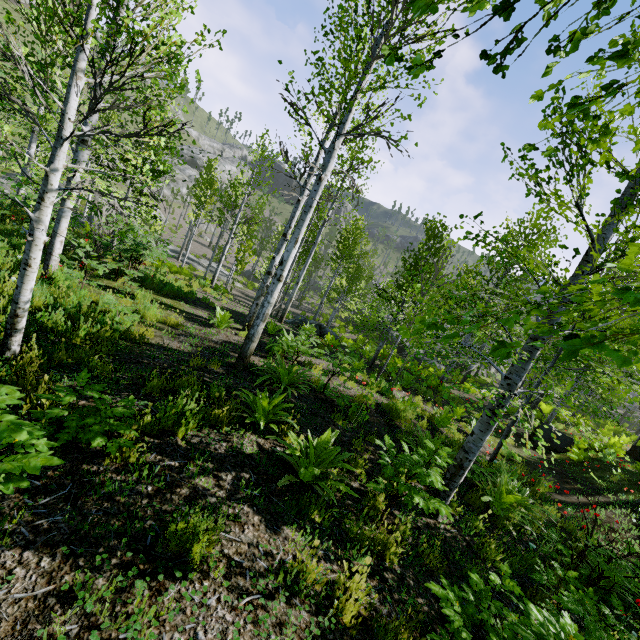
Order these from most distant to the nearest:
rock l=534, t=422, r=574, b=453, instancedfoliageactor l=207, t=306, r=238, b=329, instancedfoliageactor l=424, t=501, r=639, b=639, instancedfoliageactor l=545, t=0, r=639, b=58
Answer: rock l=534, t=422, r=574, b=453, instancedfoliageactor l=207, t=306, r=238, b=329, instancedfoliageactor l=424, t=501, r=639, b=639, instancedfoliageactor l=545, t=0, r=639, b=58

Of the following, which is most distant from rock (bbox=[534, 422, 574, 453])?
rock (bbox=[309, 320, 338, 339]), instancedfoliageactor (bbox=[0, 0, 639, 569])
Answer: rock (bbox=[309, 320, 338, 339])

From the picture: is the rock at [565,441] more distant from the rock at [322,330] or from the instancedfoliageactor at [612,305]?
the rock at [322,330]

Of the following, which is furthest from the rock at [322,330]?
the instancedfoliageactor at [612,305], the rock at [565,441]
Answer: the rock at [565,441]

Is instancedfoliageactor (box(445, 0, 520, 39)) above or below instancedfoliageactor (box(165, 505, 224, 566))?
above

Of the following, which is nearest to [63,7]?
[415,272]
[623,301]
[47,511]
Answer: [47,511]

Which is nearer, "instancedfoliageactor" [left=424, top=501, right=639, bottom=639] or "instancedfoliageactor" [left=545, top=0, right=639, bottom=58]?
"instancedfoliageactor" [left=545, top=0, right=639, bottom=58]

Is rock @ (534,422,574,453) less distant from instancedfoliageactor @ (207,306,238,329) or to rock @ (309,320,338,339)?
instancedfoliageactor @ (207,306,238,329)
